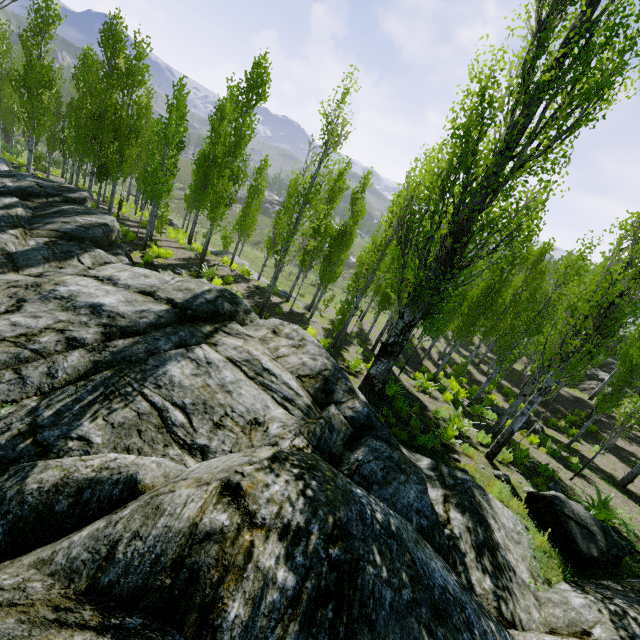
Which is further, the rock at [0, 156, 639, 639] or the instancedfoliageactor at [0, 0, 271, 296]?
the instancedfoliageactor at [0, 0, 271, 296]

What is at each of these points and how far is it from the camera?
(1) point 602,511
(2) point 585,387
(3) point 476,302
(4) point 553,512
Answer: (1) instancedfoliageactor, 8.55m
(2) rock, 29.42m
(3) instancedfoliageactor, 19.06m
(4) rock, 6.92m

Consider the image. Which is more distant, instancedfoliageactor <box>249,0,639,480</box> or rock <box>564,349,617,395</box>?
rock <box>564,349,617,395</box>

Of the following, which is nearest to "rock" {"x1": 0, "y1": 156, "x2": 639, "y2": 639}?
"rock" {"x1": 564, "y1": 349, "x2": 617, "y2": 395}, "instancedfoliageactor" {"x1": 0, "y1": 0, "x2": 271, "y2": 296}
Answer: "instancedfoliageactor" {"x1": 0, "y1": 0, "x2": 271, "y2": 296}

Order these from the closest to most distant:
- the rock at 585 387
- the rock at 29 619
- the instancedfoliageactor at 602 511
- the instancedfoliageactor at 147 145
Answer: the rock at 29 619, the instancedfoliageactor at 602 511, the instancedfoliageactor at 147 145, the rock at 585 387

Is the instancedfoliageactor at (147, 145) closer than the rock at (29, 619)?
No

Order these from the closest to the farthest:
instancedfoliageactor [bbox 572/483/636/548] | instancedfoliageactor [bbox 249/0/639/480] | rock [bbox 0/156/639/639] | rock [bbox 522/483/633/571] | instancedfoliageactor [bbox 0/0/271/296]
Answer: rock [bbox 0/156/639/639], rock [bbox 522/483/633/571], instancedfoliageactor [bbox 249/0/639/480], instancedfoliageactor [bbox 572/483/636/548], instancedfoliageactor [bbox 0/0/271/296]
